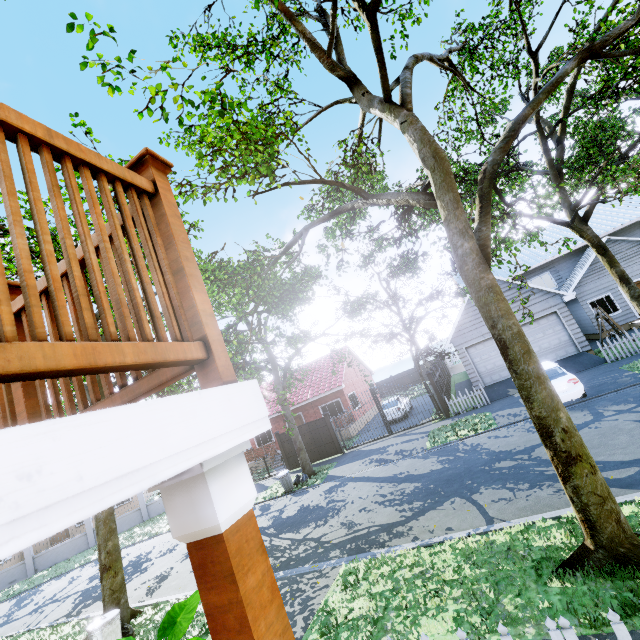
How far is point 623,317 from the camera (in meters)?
20.09

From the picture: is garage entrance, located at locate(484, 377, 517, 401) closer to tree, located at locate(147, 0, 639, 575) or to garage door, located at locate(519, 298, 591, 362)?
garage door, located at locate(519, 298, 591, 362)

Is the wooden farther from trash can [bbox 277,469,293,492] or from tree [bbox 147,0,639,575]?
trash can [bbox 277,469,293,492]

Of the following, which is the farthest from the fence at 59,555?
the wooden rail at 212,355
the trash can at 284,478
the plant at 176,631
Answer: the wooden rail at 212,355

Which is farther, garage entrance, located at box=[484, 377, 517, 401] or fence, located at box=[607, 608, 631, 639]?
garage entrance, located at box=[484, 377, 517, 401]

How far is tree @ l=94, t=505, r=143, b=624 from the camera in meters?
9.0 m

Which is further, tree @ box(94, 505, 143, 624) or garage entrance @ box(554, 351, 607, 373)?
garage entrance @ box(554, 351, 607, 373)

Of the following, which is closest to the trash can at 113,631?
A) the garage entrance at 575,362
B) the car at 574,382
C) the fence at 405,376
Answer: the fence at 405,376
